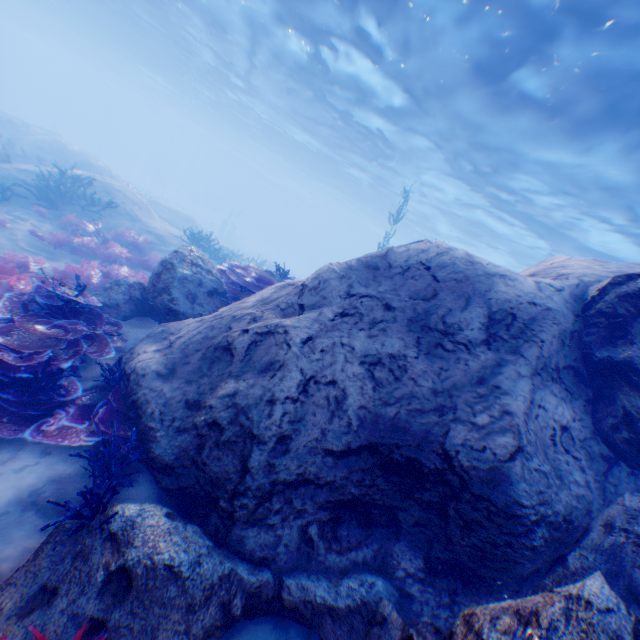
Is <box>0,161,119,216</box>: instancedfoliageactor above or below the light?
below

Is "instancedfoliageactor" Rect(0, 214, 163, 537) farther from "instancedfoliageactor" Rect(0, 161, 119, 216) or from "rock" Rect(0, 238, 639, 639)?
"instancedfoliageactor" Rect(0, 161, 119, 216)

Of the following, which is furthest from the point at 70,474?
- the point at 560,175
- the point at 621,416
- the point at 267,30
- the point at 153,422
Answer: the point at 267,30

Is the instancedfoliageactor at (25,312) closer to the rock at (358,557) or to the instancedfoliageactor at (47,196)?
the rock at (358,557)

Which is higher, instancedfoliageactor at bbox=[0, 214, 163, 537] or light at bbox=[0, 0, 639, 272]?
light at bbox=[0, 0, 639, 272]

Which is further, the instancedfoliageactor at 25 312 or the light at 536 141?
the light at 536 141

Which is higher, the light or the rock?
the light
